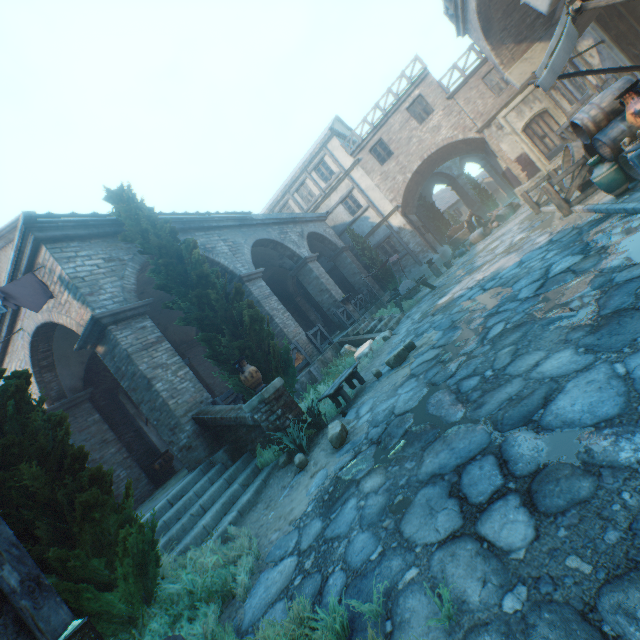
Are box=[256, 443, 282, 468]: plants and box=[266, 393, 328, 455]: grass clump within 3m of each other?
yes

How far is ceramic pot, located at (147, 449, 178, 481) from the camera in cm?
1044

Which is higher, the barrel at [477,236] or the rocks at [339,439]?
the barrel at [477,236]

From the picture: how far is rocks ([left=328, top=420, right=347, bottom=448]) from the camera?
5.1 meters

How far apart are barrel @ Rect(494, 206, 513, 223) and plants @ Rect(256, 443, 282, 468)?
18.11m

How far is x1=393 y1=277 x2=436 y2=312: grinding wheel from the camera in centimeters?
1385cm

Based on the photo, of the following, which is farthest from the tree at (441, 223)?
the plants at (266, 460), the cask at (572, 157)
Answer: the cask at (572, 157)

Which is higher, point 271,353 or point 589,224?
point 271,353
